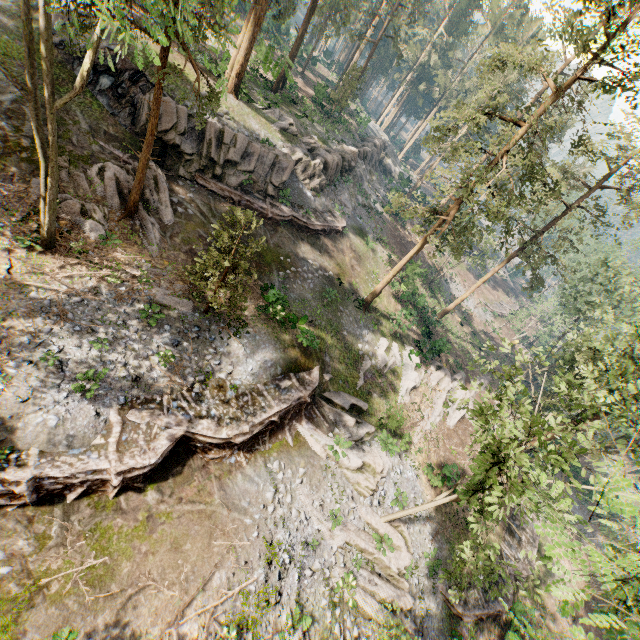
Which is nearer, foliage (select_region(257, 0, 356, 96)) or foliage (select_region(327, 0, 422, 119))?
foliage (select_region(257, 0, 356, 96))

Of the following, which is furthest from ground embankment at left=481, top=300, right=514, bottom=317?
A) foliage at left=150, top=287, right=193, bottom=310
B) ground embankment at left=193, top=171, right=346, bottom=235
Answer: foliage at left=150, top=287, right=193, bottom=310

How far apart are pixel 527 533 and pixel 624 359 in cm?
1602

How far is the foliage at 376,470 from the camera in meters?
18.6 m

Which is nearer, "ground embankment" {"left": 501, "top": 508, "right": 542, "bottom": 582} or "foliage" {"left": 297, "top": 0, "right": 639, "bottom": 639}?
"foliage" {"left": 297, "top": 0, "right": 639, "bottom": 639}

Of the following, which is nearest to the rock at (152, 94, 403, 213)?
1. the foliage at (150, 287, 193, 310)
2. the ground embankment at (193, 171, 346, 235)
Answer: the ground embankment at (193, 171, 346, 235)

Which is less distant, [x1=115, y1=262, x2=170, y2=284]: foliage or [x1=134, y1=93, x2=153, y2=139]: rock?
[x1=115, y1=262, x2=170, y2=284]: foliage

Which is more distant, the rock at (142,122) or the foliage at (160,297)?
the rock at (142,122)
